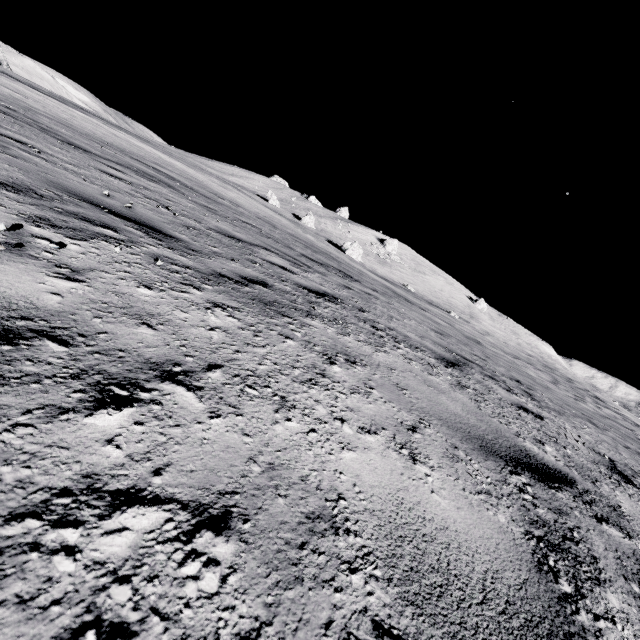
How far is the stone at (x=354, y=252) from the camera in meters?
40.8 m

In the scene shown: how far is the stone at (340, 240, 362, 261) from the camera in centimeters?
4075cm

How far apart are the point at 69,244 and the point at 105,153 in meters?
7.6 m
